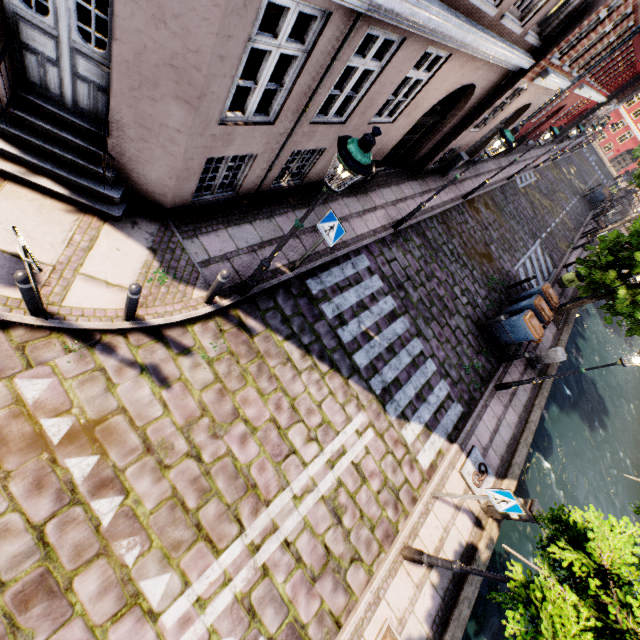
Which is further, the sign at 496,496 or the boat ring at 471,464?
the boat ring at 471,464

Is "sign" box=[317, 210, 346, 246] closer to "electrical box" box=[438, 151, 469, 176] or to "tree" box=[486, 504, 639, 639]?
"tree" box=[486, 504, 639, 639]

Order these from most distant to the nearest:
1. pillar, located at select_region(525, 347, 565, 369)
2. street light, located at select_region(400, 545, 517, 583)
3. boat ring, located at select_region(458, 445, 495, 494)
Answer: pillar, located at select_region(525, 347, 565, 369) < boat ring, located at select_region(458, 445, 495, 494) < street light, located at select_region(400, 545, 517, 583)

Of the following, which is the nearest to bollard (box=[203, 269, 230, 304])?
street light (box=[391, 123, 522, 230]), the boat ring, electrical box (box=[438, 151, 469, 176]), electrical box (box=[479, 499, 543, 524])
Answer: street light (box=[391, 123, 522, 230])

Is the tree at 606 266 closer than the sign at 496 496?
No

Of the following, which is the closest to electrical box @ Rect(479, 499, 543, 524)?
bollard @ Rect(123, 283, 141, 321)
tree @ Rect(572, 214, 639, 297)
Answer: tree @ Rect(572, 214, 639, 297)

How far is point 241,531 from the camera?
5.0 meters

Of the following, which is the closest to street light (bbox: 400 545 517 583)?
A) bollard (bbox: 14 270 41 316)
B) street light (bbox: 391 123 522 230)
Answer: street light (bbox: 391 123 522 230)
